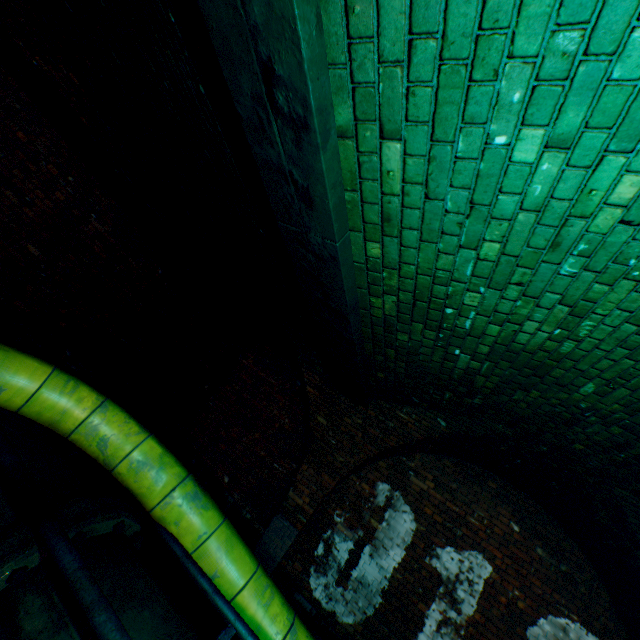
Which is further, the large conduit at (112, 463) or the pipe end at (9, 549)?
the large conduit at (112, 463)

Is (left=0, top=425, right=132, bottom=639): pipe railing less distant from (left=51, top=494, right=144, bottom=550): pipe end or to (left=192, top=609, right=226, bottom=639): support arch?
(left=51, top=494, right=144, bottom=550): pipe end

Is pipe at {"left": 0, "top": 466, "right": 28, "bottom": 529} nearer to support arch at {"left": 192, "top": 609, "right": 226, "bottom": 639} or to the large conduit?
the large conduit

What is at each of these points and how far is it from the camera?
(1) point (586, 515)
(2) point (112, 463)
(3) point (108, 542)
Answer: (1) support arch, 4.0m
(2) large conduit, 2.7m
(3) pipe, 2.1m

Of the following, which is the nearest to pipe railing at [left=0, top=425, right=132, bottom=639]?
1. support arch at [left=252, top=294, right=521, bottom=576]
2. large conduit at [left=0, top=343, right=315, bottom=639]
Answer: large conduit at [left=0, top=343, right=315, bottom=639]

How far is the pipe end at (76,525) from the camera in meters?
2.0 m

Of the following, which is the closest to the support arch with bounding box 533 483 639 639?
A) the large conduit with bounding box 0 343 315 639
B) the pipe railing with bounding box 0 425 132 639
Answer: the pipe railing with bounding box 0 425 132 639

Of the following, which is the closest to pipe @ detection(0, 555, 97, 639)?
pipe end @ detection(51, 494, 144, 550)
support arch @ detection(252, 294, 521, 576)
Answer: pipe end @ detection(51, 494, 144, 550)
